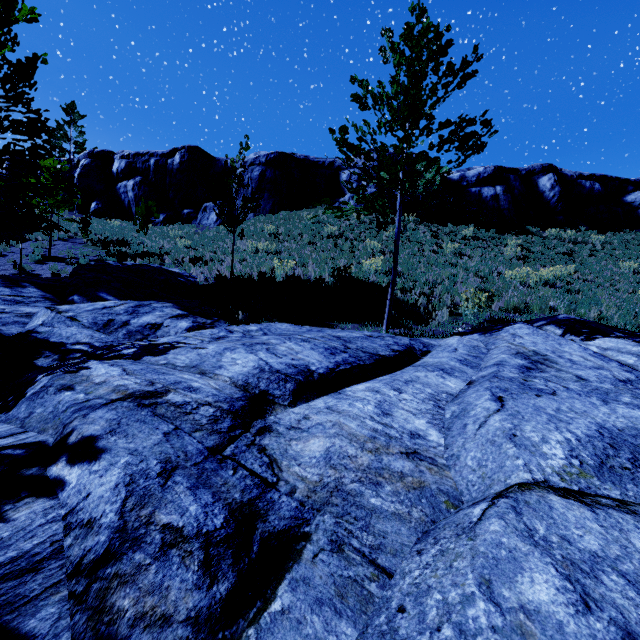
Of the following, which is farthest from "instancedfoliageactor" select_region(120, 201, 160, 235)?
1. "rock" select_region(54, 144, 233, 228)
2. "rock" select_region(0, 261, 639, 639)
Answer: "rock" select_region(54, 144, 233, 228)

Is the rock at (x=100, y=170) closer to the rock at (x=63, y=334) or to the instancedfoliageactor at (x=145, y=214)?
the instancedfoliageactor at (x=145, y=214)

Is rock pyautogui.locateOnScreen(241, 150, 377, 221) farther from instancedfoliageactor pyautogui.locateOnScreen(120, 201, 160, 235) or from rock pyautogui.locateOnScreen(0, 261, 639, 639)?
rock pyautogui.locateOnScreen(0, 261, 639, 639)

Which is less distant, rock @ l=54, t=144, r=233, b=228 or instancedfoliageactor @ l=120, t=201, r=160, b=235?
instancedfoliageactor @ l=120, t=201, r=160, b=235

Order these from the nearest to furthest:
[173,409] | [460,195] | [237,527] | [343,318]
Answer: [237,527] → [173,409] → [343,318] → [460,195]

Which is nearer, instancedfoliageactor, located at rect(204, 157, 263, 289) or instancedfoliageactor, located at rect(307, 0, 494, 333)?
instancedfoliageactor, located at rect(307, 0, 494, 333)

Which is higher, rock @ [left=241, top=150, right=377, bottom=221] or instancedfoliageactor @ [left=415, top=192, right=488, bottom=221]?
rock @ [left=241, top=150, right=377, bottom=221]

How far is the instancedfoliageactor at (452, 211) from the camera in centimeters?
610cm
